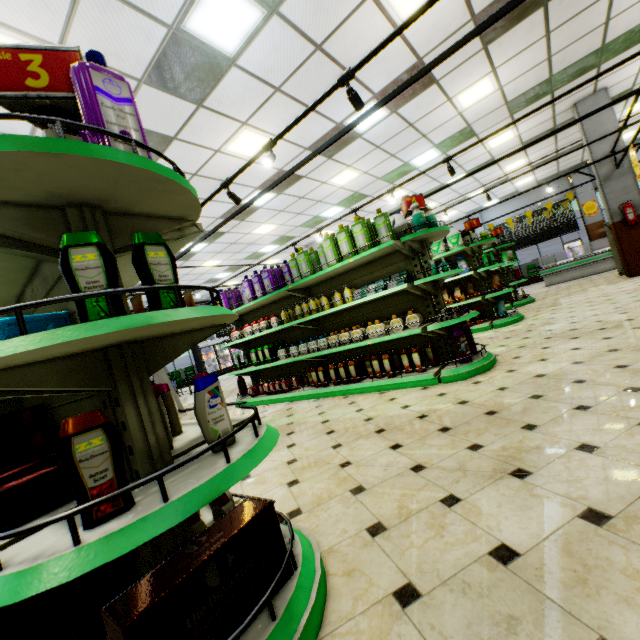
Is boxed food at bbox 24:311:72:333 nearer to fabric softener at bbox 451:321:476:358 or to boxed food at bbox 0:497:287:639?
boxed food at bbox 0:497:287:639

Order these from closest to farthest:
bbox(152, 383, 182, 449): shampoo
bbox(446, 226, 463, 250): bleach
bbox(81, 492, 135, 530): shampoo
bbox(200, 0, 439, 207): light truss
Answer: bbox(81, 492, 135, 530): shampoo
bbox(152, 383, 182, 449): shampoo
bbox(200, 0, 439, 207): light truss
bbox(446, 226, 463, 250): bleach

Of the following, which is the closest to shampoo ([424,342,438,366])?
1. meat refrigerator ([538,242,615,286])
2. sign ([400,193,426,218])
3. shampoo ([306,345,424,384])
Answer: shampoo ([306,345,424,384])

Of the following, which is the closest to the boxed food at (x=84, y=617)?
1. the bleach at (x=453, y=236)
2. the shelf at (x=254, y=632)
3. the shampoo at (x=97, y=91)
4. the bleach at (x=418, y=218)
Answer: the shelf at (x=254, y=632)

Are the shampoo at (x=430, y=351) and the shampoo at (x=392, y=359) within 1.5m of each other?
yes

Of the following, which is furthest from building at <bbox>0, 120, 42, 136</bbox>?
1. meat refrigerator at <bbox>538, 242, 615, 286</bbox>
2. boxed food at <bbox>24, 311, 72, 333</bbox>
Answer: boxed food at <bbox>24, 311, 72, 333</bbox>

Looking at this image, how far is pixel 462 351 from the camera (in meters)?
4.07

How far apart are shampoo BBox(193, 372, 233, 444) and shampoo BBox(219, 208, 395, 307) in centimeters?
382cm
